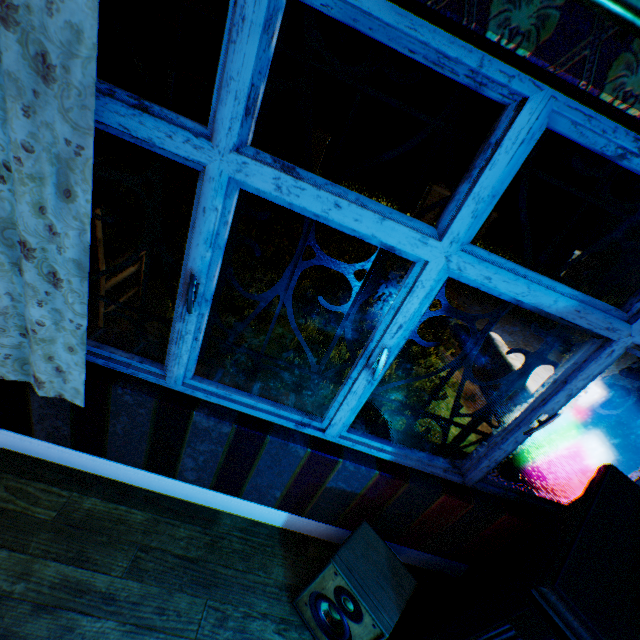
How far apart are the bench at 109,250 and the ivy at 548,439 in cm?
502

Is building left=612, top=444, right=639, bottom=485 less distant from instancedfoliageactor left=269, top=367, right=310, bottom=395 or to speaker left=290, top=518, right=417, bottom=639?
speaker left=290, top=518, right=417, bottom=639

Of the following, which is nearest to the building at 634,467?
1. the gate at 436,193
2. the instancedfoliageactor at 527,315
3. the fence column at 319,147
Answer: the instancedfoliageactor at 527,315

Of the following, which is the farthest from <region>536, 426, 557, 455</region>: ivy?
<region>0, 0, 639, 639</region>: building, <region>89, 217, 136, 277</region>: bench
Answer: <region>89, 217, 136, 277</region>: bench

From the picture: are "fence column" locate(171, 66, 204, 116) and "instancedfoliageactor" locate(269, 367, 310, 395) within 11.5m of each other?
Result: no

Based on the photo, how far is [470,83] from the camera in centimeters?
97cm

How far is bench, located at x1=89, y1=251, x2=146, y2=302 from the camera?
3.3 meters

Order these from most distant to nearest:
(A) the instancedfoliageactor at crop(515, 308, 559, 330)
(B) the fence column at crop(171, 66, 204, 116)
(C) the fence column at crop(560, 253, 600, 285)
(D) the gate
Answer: (C) the fence column at crop(560, 253, 600, 285) → (D) the gate → (B) the fence column at crop(171, 66, 204, 116) → (A) the instancedfoliageactor at crop(515, 308, 559, 330)
